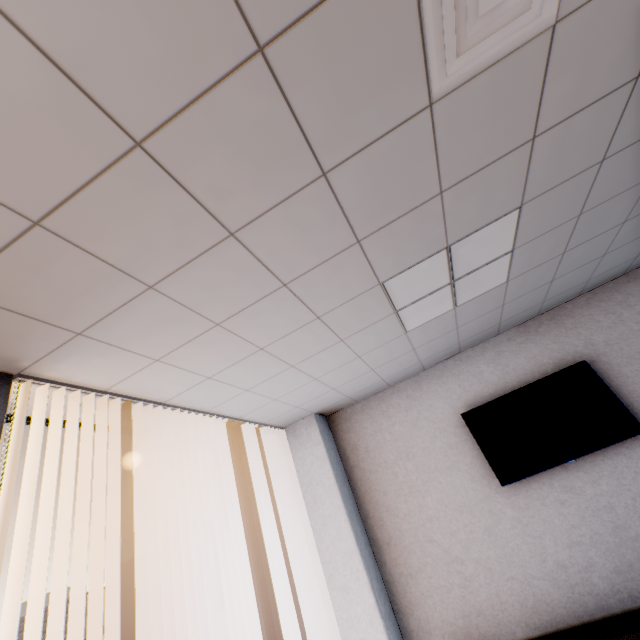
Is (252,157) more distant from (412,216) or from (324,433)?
(324,433)

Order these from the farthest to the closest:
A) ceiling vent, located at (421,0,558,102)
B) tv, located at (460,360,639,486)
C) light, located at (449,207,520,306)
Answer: tv, located at (460,360,639,486)
light, located at (449,207,520,306)
ceiling vent, located at (421,0,558,102)

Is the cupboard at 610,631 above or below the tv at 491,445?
below

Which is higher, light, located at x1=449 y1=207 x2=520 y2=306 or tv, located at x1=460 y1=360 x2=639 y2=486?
light, located at x1=449 y1=207 x2=520 y2=306

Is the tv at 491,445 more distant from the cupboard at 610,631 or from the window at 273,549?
the window at 273,549

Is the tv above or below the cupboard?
above

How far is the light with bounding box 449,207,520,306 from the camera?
2.1m
